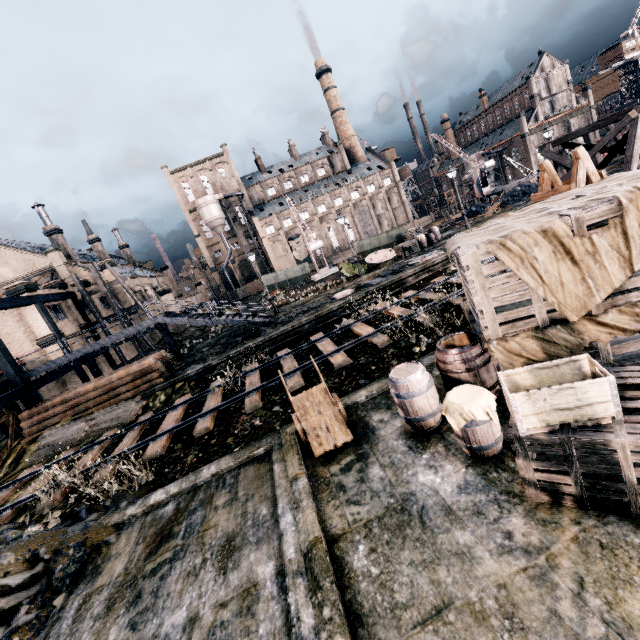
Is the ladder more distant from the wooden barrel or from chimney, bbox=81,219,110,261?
chimney, bbox=81,219,110,261

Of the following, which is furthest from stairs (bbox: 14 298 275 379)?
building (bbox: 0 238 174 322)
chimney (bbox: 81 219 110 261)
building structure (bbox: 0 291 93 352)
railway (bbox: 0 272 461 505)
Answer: chimney (bbox: 81 219 110 261)

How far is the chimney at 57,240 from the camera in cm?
4084

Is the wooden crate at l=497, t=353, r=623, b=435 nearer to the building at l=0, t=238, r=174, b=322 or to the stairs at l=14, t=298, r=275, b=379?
the building at l=0, t=238, r=174, b=322

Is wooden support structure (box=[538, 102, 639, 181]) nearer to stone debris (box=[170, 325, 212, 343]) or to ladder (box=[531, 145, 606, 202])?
ladder (box=[531, 145, 606, 202])

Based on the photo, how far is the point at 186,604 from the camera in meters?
5.4

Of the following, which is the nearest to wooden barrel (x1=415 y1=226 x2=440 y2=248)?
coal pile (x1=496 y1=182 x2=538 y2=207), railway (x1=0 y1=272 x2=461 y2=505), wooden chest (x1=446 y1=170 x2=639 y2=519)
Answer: coal pile (x1=496 y1=182 x2=538 y2=207)

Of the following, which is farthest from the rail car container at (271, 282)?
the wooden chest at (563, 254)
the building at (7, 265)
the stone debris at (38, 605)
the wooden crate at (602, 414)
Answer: the wooden crate at (602, 414)
